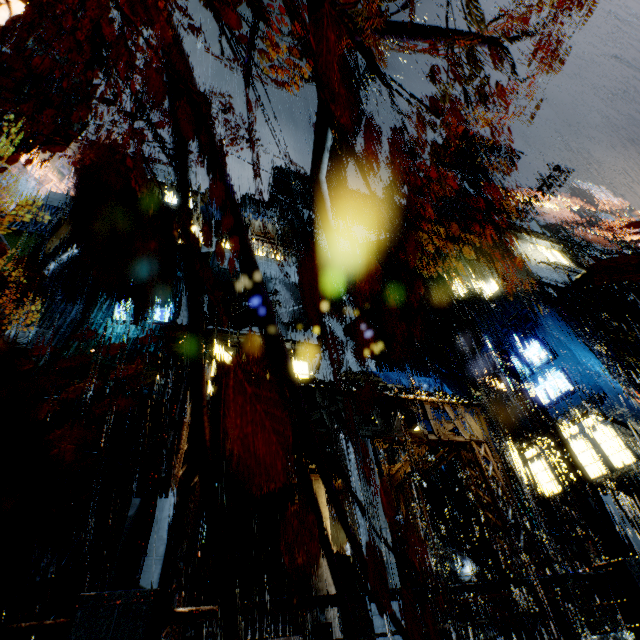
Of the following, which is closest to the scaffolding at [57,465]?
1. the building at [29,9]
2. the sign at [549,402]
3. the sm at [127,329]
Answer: the building at [29,9]

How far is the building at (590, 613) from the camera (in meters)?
9.15

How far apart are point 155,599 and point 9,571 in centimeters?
1363cm

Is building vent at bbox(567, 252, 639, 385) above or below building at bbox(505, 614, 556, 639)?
above

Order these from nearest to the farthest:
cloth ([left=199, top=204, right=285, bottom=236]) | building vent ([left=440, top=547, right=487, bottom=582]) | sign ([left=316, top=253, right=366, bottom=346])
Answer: building vent ([left=440, top=547, right=487, bottom=582]) < sign ([left=316, top=253, right=366, bottom=346]) < cloth ([left=199, top=204, right=285, bottom=236])

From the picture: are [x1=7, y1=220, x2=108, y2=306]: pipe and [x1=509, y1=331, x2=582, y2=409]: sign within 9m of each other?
no

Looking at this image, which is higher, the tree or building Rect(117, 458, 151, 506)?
building Rect(117, 458, 151, 506)

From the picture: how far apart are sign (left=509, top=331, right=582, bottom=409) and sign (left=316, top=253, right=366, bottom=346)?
12.36m
